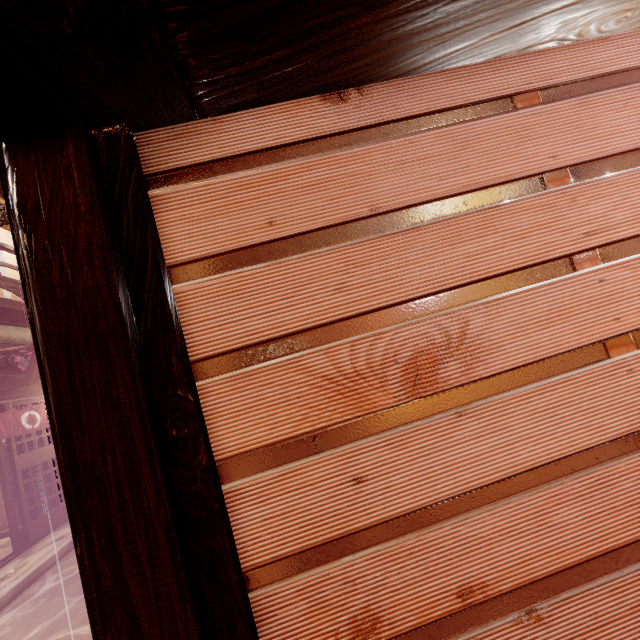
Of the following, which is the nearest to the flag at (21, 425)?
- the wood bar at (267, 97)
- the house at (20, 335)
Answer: the wood bar at (267, 97)

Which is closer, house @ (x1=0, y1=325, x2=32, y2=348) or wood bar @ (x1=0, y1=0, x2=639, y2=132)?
wood bar @ (x1=0, y1=0, x2=639, y2=132)

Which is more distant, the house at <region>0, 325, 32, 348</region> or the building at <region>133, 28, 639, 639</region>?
the house at <region>0, 325, 32, 348</region>

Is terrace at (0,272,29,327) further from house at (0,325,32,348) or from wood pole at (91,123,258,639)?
house at (0,325,32,348)

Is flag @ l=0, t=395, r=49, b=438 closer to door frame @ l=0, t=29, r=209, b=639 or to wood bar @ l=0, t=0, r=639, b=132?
wood bar @ l=0, t=0, r=639, b=132

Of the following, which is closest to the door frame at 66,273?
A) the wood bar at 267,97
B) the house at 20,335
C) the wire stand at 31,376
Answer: the wood bar at 267,97

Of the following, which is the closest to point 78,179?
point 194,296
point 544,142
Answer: point 194,296

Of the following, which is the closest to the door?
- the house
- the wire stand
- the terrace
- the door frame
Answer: the wire stand
